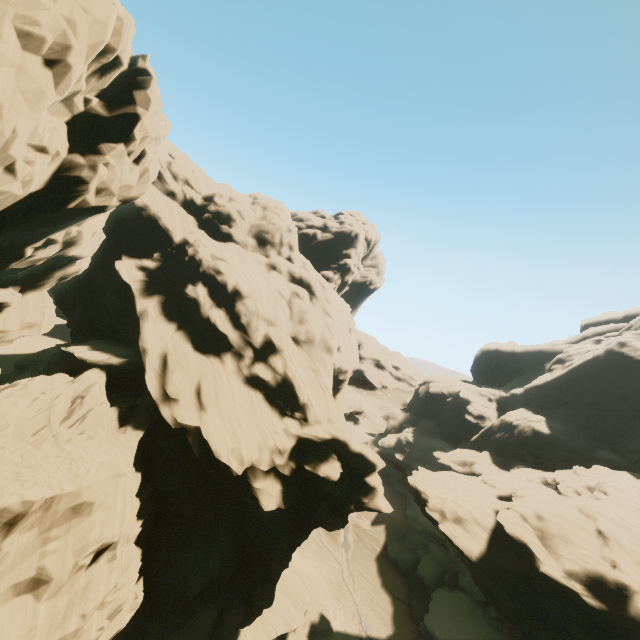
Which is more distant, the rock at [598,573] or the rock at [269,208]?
the rock at [598,573]

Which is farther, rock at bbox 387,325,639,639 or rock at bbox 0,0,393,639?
rock at bbox 387,325,639,639

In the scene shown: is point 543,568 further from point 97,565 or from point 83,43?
point 83,43
